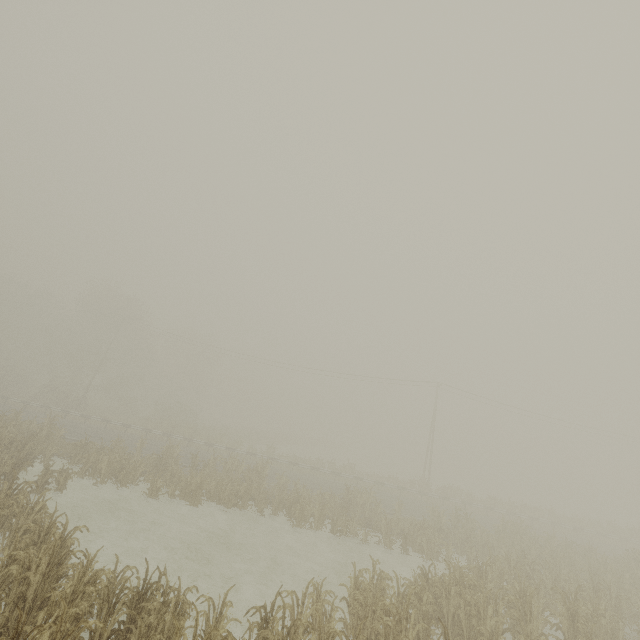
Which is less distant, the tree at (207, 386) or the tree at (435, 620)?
the tree at (435, 620)

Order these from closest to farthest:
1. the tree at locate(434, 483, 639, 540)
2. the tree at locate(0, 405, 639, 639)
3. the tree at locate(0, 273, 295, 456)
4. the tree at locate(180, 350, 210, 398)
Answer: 1. the tree at locate(0, 405, 639, 639)
2. the tree at locate(434, 483, 639, 540)
3. the tree at locate(0, 273, 295, 456)
4. the tree at locate(180, 350, 210, 398)

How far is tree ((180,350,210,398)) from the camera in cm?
5644

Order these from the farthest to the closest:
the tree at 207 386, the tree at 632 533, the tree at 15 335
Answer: the tree at 207 386 < the tree at 15 335 < the tree at 632 533

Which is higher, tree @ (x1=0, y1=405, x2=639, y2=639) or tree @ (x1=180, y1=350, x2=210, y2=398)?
tree @ (x1=180, y1=350, x2=210, y2=398)

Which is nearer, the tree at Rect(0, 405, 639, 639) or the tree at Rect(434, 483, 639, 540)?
the tree at Rect(0, 405, 639, 639)

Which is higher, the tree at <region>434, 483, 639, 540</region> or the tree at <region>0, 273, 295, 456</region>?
the tree at <region>0, 273, 295, 456</region>

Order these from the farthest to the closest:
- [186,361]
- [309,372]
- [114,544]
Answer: [186,361], [309,372], [114,544]
